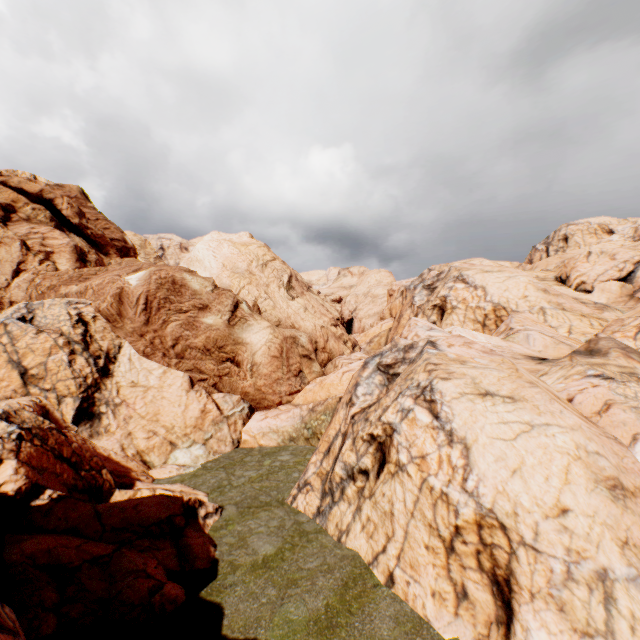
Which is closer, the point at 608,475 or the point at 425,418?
the point at 608,475
